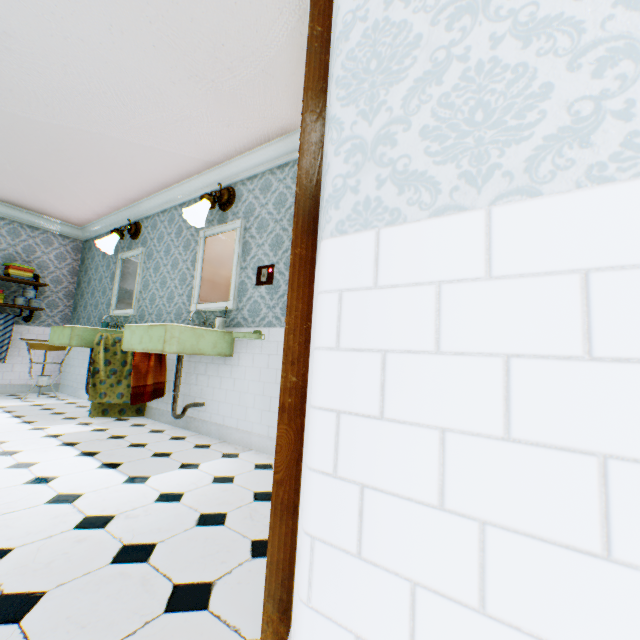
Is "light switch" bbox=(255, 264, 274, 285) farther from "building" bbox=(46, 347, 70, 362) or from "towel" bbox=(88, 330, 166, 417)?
"towel" bbox=(88, 330, 166, 417)

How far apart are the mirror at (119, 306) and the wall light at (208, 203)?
1.76m

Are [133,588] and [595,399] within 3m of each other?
yes

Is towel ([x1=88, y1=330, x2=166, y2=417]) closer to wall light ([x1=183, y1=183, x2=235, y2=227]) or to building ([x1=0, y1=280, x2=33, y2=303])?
building ([x1=0, y1=280, x2=33, y2=303])

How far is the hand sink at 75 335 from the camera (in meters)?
2.90

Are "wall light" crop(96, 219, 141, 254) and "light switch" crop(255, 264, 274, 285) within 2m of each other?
no

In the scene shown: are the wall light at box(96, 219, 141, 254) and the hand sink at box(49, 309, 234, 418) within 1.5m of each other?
no

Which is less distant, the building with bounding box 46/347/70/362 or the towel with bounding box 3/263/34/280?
the towel with bounding box 3/263/34/280
